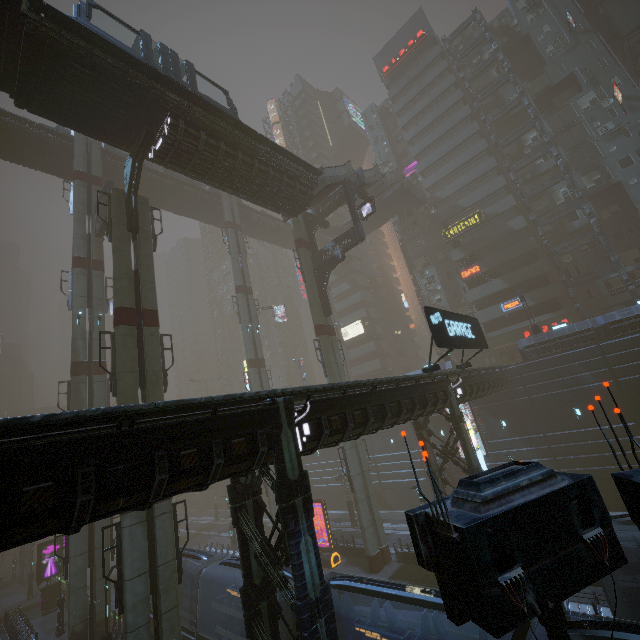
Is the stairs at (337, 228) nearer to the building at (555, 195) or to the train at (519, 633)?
the building at (555, 195)

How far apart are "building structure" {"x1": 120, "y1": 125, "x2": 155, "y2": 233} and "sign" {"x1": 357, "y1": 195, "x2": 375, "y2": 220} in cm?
1633

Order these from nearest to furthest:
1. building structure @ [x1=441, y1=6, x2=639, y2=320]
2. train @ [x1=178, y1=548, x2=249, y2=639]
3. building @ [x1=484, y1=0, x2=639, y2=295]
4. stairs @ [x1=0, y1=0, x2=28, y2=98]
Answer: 1. stairs @ [x1=0, y1=0, x2=28, y2=98]
2. train @ [x1=178, y1=548, x2=249, y2=639]
3. building structure @ [x1=441, y1=6, x2=639, y2=320]
4. building @ [x1=484, y1=0, x2=639, y2=295]

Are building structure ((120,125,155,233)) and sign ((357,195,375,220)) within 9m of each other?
no

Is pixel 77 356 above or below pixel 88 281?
below

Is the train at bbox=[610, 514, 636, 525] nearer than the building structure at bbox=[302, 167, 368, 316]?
Yes

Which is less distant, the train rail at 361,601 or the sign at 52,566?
the train rail at 361,601

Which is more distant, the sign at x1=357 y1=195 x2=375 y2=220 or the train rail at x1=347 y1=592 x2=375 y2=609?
the sign at x1=357 y1=195 x2=375 y2=220
